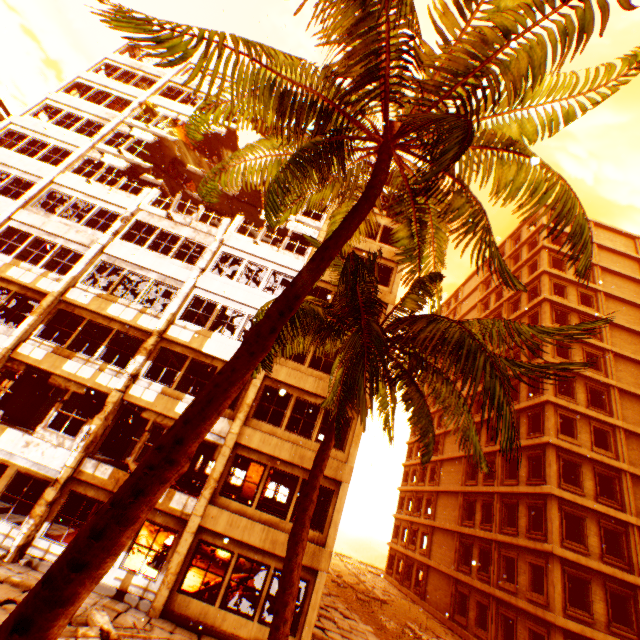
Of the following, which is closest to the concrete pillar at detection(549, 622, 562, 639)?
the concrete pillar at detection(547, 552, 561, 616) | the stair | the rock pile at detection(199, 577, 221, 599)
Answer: the concrete pillar at detection(547, 552, 561, 616)

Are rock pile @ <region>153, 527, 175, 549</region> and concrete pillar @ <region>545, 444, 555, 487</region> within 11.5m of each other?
no

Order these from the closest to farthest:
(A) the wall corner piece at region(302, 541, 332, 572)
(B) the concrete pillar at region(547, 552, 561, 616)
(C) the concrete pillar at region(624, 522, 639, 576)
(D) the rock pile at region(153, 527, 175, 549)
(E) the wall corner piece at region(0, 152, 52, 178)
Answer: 1. (A) the wall corner piece at region(302, 541, 332, 572)
2. (D) the rock pile at region(153, 527, 175, 549)
3. (B) the concrete pillar at region(547, 552, 561, 616)
4. (E) the wall corner piece at region(0, 152, 52, 178)
5. (C) the concrete pillar at region(624, 522, 639, 576)

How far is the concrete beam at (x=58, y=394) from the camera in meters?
16.1

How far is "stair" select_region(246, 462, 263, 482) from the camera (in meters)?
26.69

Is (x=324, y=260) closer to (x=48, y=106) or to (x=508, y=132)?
(x=508, y=132)

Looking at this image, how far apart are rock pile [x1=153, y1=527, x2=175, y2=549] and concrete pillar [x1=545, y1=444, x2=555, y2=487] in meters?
21.5 m

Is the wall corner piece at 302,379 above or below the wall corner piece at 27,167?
below
